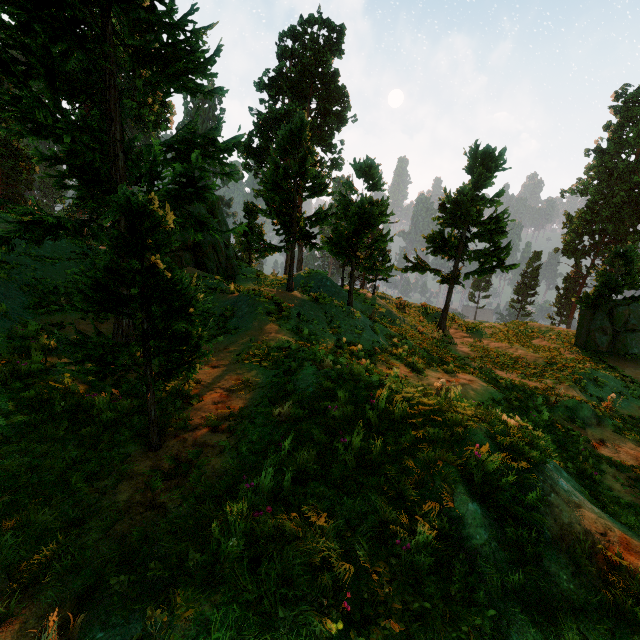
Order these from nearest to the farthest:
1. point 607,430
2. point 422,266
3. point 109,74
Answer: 1. point 109,74
2. point 607,430
3. point 422,266

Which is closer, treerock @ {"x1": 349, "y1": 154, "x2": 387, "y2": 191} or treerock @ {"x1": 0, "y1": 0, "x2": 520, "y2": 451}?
treerock @ {"x1": 0, "y1": 0, "x2": 520, "y2": 451}

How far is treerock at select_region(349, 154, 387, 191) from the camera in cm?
1276

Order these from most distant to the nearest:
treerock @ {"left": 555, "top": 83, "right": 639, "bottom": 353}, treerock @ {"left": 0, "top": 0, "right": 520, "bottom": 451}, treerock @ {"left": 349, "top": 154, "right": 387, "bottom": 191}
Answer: treerock @ {"left": 555, "top": 83, "right": 639, "bottom": 353}
treerock @ {"left": 349, "top": 154, "right": 387, "bottom": 191}
treerock @ {"left": 0, "top": 0, "right": 520, "bottom": 451}

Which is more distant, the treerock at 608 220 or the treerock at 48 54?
the treerock at 608 220
